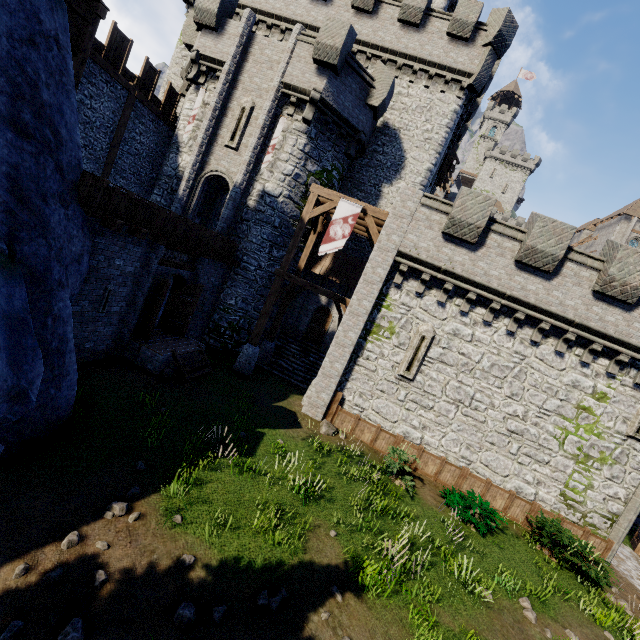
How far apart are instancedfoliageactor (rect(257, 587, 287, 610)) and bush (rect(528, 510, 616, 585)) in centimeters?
1042cm

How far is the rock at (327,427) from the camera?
13.3 meters

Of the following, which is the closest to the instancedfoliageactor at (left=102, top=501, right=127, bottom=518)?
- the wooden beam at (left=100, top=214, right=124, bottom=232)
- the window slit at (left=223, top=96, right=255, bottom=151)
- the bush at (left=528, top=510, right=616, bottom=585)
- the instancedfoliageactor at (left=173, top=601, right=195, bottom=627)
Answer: the instancedfoliageactor at (left=173, top=601, right=195, bottom=627)

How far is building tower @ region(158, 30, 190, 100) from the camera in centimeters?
2202cm

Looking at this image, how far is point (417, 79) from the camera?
19.3 meters

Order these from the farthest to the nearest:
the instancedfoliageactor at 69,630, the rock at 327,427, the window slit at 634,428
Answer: the rock at 327,427
the window slit at 634,428
the instancedfoliageactor at 69,630

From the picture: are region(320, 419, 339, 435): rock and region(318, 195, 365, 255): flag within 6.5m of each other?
no

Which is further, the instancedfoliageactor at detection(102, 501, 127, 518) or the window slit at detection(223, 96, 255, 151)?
the window slit at detection(223, 96, 255, 151)
